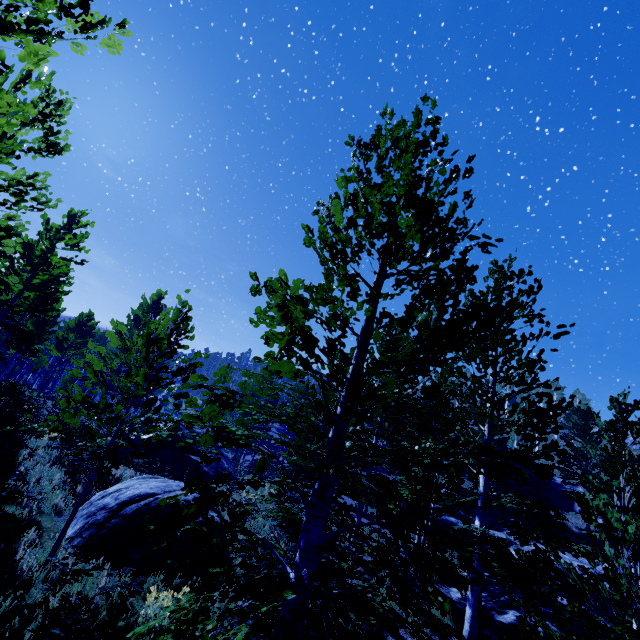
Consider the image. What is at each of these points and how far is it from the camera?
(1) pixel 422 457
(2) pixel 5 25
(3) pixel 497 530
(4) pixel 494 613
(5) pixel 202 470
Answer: (1) instancedfoliageactor, 21.6m
(2) instancedfoliageactor, 2.6m
(3) rock, 26.1m
(4) rock, 12.2m
(5) rock, 15.3m

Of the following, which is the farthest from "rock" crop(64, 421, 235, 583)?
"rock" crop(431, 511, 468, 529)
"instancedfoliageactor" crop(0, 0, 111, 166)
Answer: "rock" crop(431, 511, 468, 529)

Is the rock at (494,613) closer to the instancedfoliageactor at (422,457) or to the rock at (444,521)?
the instancedfoliageactor at (422,457)

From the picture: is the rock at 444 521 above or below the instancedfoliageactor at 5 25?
below

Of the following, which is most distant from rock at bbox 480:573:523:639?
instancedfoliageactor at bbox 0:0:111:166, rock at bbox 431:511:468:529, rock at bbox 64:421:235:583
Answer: rock at bbox 64:421:235:583

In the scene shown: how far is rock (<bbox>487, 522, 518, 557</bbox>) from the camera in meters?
22.8

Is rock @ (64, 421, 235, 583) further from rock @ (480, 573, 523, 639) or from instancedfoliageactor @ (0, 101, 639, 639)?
rock @ (480, 573, 523, 639)

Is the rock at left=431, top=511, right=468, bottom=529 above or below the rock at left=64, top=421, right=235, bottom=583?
above
